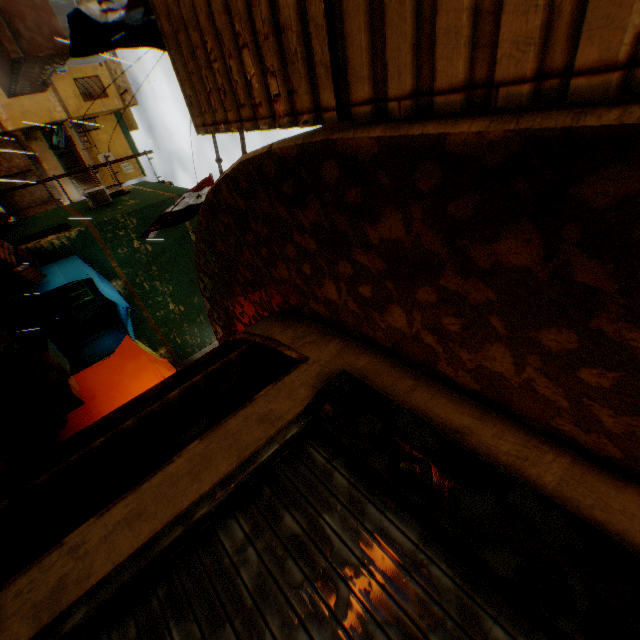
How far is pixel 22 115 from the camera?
17.5 meters

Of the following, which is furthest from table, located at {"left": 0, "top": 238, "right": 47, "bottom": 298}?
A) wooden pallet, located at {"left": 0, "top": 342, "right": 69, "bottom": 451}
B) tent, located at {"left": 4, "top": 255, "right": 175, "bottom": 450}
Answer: wooden pallet, located at {"left": 0, "top": 342, "right": 69, "bottom": 451}

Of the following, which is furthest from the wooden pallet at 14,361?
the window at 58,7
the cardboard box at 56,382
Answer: the window at 58,7

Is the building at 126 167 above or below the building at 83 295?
above

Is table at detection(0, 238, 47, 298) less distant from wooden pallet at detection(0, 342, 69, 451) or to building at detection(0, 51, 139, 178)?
building at detection(0, 51, 139, 178)

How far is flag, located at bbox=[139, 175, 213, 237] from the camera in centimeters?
648cm

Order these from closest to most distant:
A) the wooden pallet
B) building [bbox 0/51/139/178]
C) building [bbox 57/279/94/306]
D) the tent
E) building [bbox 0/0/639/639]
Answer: building [bbox 0/0/639/639]
the wooden pallet
the tent
building [bbox 57/279/94/306]
building [bbox 0/51/139/178]

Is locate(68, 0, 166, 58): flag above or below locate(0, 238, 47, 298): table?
above
